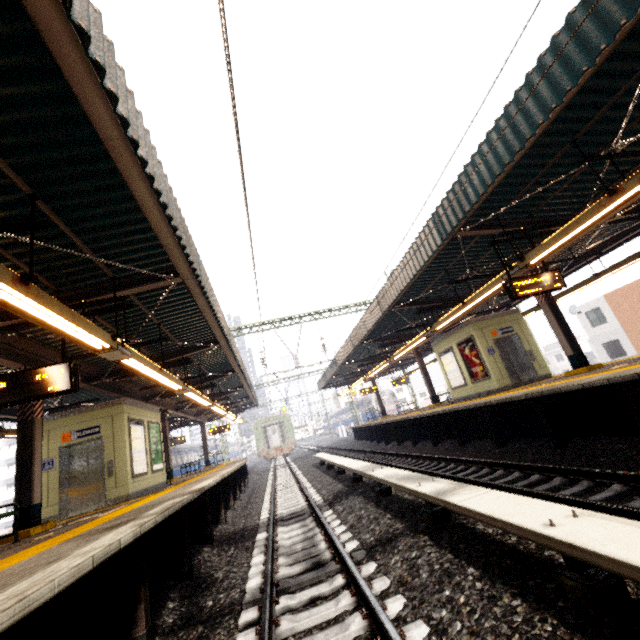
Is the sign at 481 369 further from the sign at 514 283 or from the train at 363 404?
the train at 363 404

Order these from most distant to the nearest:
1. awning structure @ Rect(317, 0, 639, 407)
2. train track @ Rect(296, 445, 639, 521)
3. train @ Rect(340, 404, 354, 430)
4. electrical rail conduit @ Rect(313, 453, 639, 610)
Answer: train @ Rect(340, 404, 354, 430)
awning structure @ Rect(317, 0, 639, 407)
train track @ Rect(296, 445, 639, 521)
electrical rail conduit @ Rect(313, 453, 639, 610)

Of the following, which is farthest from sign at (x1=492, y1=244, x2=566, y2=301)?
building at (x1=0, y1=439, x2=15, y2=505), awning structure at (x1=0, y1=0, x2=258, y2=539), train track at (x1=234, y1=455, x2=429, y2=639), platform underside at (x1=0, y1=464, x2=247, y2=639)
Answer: building at (x1=0, y1=439, x2=15, y2=505)

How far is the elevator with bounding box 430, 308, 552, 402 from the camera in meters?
12.3

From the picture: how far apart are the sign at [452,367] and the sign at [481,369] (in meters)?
0.32

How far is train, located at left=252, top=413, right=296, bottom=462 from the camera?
33.2 meters

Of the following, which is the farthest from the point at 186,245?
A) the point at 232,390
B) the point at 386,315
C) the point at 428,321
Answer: the point at 232,390

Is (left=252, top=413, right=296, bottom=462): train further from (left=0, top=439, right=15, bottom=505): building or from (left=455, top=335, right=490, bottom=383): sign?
(left=0, top=439, right=15, bottom=505): building
